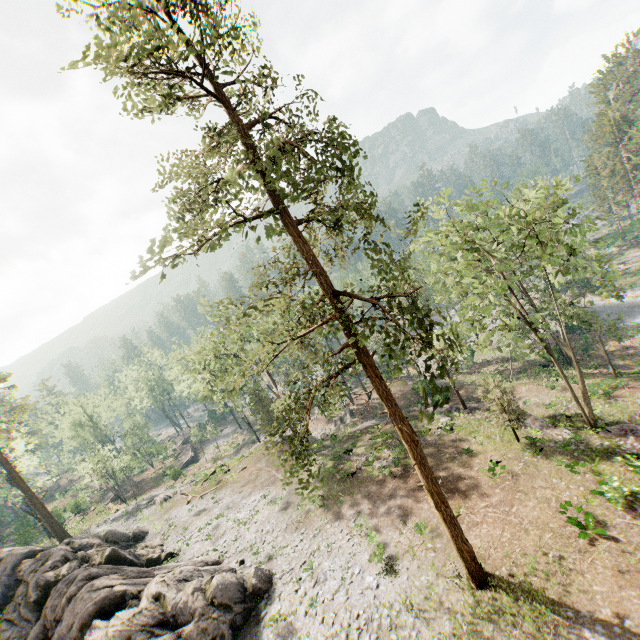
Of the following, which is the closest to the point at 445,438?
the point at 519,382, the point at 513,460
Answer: the point at 513,460

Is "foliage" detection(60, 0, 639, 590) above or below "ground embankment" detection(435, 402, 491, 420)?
above

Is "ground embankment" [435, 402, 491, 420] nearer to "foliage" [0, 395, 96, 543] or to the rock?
"foliage" [0, 395, 96, 543]

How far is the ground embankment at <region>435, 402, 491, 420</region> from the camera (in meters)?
28.61

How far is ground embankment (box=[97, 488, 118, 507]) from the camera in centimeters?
5156cm

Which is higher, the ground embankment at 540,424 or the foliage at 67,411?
the foliage at 67,411

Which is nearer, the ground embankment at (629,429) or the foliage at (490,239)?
the foliage at (490,239)

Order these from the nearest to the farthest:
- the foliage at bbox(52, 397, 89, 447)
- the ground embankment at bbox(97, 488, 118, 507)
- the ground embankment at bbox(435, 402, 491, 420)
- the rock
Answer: the rock, the ground embankment at bbox(435, 402, 491, 420), the ground embankment at bbox(97, 488, 118, 507), the foliage at bbox(52, 397, 89, 447)
